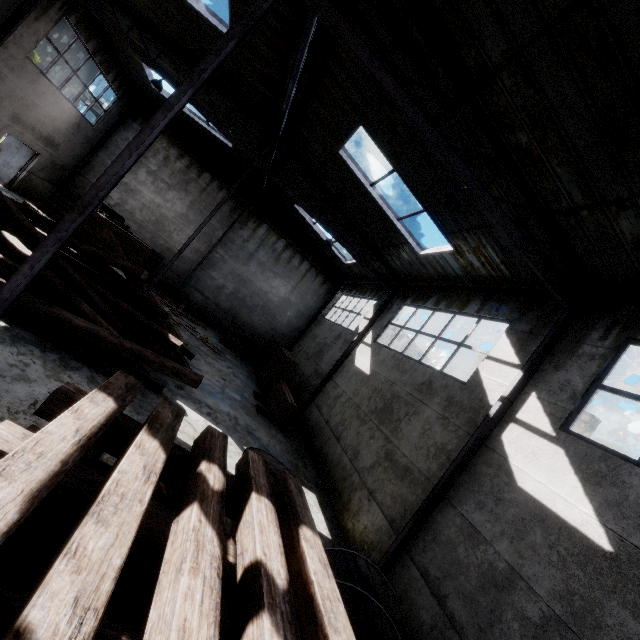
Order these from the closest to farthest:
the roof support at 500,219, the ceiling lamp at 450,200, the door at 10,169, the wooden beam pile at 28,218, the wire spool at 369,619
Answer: the wire spool at 369,619 → the roof support at 500,219 → the ceiling lamp at 450,200 → the wooden beam pile at 28,218 → the door at 10,169

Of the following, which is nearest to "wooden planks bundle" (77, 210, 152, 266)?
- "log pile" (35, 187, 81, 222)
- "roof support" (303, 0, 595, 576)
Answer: "log pile" (35, 187, 81, 222)

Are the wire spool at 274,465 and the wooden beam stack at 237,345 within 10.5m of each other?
no

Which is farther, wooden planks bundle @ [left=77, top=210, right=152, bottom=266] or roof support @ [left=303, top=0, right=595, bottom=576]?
wooden planks bundle @ [left=77, top=210, right=152, bottom=266]

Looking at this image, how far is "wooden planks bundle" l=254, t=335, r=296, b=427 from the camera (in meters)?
11.56

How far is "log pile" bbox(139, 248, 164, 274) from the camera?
17.2m

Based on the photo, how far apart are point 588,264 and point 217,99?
13.81m

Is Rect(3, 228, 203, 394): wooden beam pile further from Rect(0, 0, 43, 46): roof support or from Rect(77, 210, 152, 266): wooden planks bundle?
Rect(77, 210, 152, 266): wooden planks bundle
